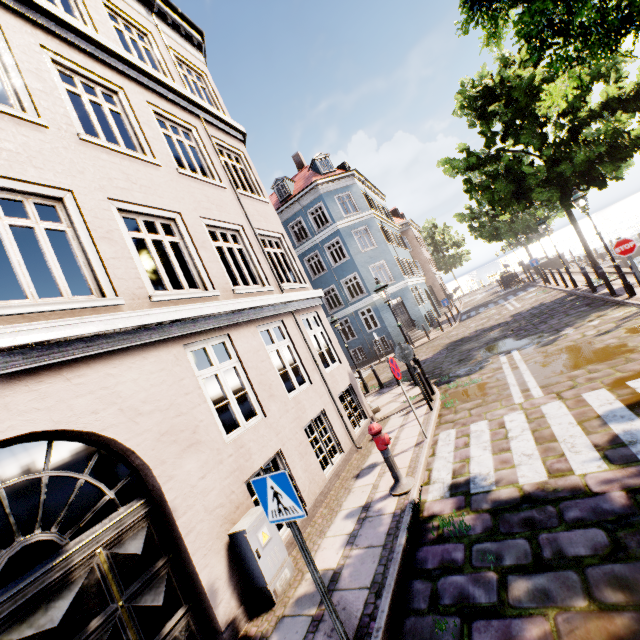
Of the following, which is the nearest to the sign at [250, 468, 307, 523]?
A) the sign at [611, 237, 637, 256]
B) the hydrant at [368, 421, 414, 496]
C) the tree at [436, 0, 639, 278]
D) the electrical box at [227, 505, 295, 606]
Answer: the electrical box at [227, 505, 295, 606]

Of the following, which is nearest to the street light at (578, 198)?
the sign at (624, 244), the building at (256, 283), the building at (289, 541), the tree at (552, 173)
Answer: the tree at (552, 173)

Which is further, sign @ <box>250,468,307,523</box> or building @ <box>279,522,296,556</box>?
building @ <box>279,522,296,556</box>

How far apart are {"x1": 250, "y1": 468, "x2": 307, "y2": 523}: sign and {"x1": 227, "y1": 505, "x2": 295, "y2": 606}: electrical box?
1.3m

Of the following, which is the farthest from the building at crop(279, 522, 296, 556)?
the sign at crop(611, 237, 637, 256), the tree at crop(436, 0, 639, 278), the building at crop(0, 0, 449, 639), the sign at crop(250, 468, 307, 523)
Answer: the sign at crop(250, 468, 307, 523)

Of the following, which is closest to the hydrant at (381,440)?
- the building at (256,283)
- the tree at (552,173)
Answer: the building at (256,283)

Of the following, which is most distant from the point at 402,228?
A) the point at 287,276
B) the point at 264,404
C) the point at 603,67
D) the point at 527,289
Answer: the point at 264,404

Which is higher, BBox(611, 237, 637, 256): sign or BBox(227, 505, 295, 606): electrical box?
BBox(611, 237, 637, 256): sign
